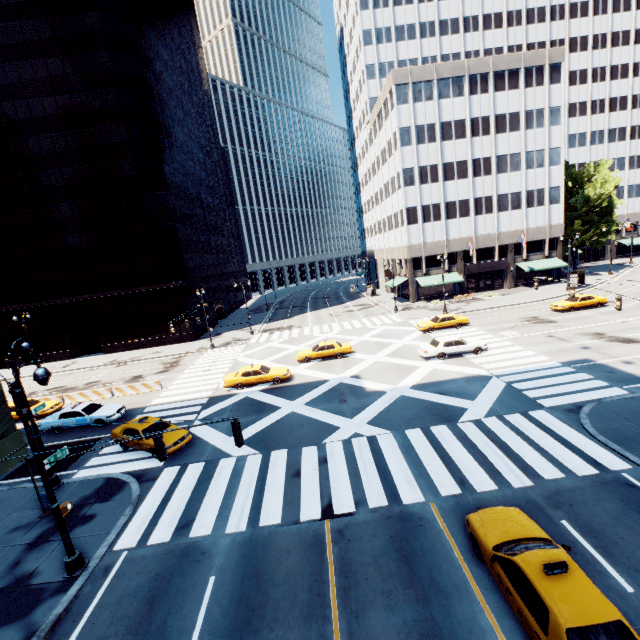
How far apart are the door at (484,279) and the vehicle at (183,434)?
47.8 meters

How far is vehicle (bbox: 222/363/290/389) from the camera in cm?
2503

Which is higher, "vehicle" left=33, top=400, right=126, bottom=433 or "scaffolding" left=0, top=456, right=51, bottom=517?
"scaffolding" left=0, top=456, right=51, bottom=517

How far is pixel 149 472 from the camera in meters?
16.1 m

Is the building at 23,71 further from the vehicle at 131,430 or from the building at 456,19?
the building at 456,19

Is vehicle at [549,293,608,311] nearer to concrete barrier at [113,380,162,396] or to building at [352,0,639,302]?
building at [352,0,639,302]

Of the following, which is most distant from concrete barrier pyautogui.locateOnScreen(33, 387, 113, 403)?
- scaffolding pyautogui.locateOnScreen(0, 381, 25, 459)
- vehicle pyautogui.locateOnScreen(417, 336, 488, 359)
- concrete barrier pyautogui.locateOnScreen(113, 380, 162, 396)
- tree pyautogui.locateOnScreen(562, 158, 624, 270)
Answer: tree pyautogui.locateOnScreen(562, 158, 624, 270)

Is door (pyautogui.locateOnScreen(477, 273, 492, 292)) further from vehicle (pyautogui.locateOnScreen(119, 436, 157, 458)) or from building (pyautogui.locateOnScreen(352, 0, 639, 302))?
vehicle (pyautogui.locateOnScreen(119, 436, 157, 458))
